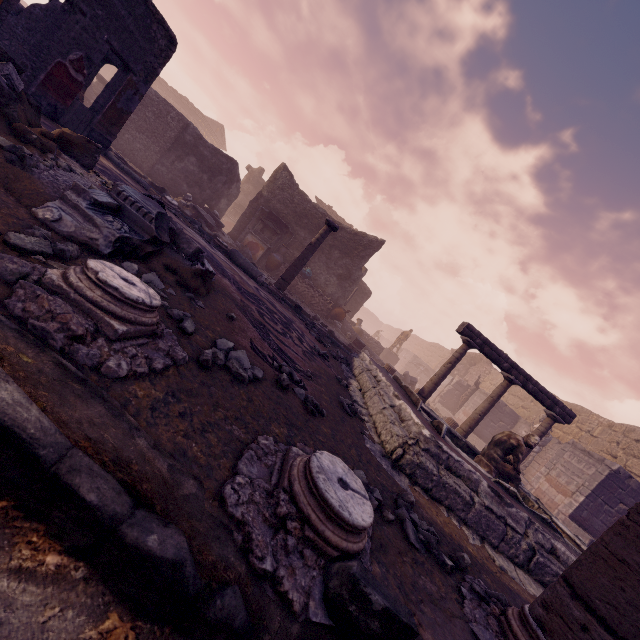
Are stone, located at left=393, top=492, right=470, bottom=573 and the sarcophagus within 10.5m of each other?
no

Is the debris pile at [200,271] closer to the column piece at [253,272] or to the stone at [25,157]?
the stone at [25,157]

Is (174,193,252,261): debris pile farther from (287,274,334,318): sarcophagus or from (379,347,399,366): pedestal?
(379,347,399,366): pedestal

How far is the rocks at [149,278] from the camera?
2.3m

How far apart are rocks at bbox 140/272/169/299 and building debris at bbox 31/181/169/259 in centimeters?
6cm

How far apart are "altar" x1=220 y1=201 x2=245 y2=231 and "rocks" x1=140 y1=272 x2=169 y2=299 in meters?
21.4

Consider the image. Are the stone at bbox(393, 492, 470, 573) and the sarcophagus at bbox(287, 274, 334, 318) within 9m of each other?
no

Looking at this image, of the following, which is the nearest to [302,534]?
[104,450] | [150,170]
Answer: [104,450]
